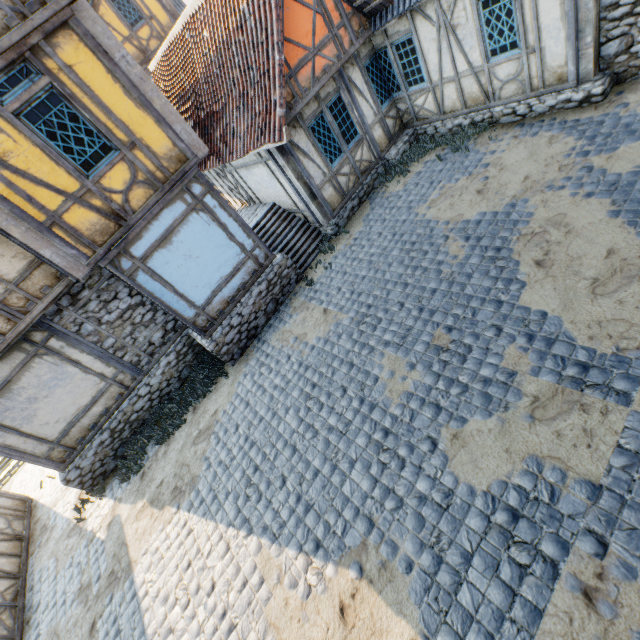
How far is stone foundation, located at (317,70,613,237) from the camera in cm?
716

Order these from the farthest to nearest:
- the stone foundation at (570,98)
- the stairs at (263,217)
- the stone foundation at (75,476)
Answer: the stairs at (263,217) < the stone foundation at (75,476) < the stone foundation at (570,98)

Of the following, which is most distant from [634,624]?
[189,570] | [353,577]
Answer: [189,570]

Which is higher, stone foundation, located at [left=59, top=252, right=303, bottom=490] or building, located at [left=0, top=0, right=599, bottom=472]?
building, located at [left=0, top=0, right=599, bottom=472]

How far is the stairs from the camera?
9.98m

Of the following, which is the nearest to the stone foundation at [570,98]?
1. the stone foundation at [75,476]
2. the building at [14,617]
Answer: the stone foundation at [75,476]

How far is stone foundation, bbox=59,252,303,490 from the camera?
8.59m

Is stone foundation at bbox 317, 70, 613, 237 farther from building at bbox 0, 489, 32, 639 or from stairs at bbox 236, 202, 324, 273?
building at bbox 0, 489, 32, 639
